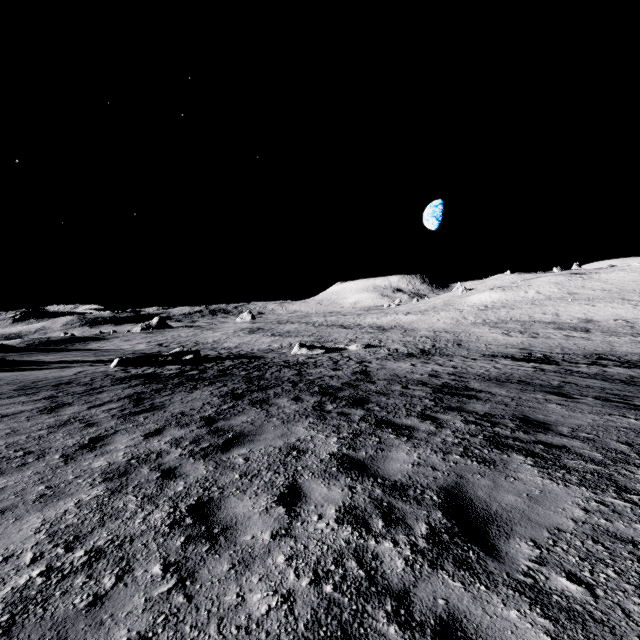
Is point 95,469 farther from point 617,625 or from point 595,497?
point 595,497

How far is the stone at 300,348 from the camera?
33.1 meters

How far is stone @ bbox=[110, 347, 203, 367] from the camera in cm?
2094

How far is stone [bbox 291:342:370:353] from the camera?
33.1m

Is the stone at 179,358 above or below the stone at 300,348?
above

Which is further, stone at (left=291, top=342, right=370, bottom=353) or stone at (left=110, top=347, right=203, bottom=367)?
stone at (left=291, top=342, right=370, bottom=353)

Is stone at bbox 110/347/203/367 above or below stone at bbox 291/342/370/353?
above
